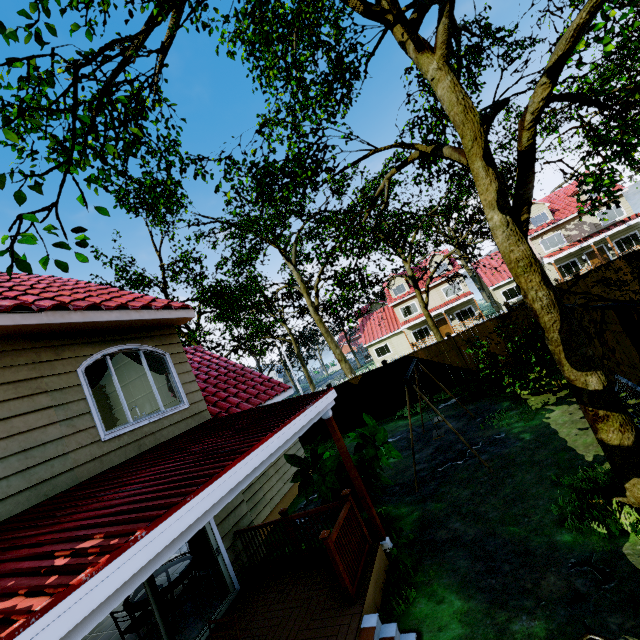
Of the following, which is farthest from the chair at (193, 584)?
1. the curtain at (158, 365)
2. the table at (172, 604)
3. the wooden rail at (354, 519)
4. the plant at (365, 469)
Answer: the curtain at (158, 365)

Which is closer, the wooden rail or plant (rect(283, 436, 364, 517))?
the wooden rail

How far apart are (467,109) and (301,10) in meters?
5.6

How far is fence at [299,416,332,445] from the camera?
16.22m

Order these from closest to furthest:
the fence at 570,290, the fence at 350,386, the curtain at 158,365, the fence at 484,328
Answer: the curtain at 158,365
the fence at 570,290
the fence at 484,328
the fence at 350,386

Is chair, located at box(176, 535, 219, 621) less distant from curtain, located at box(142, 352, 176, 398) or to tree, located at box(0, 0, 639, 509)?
curtain, located at box(142, 352, 176, 398)

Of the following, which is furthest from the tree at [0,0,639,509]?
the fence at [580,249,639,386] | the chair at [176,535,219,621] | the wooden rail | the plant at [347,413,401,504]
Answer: the chair at [176,535,219,621]
